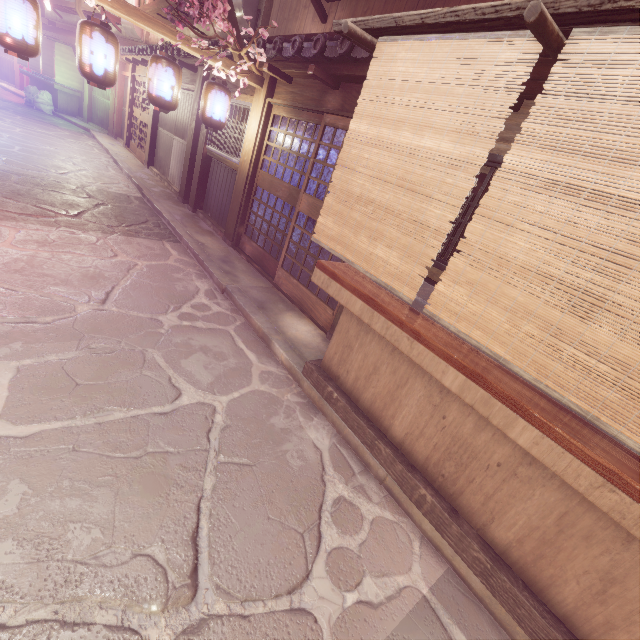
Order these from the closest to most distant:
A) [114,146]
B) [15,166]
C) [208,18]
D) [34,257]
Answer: [208,18] < [34,257] < [15,166] < [114,146]

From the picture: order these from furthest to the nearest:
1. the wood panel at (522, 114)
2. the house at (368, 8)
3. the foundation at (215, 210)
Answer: the foundation at (215, 210), the house at (368, 8), the wood panel at (522, 114)

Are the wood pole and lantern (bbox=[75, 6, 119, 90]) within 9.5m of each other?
yes

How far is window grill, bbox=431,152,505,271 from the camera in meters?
5.4 m

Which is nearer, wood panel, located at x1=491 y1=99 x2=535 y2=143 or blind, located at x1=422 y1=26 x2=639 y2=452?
blind, located at x1=422 y1=26 x2=639 y2=452

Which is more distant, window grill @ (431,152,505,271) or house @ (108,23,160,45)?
house @ (108,23,160,45)

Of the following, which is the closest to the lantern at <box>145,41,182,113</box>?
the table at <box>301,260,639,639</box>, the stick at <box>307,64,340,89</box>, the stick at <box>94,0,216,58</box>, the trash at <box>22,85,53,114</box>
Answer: the stick at <box>94,0,216,58</box>

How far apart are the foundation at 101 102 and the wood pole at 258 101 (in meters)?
26.52
